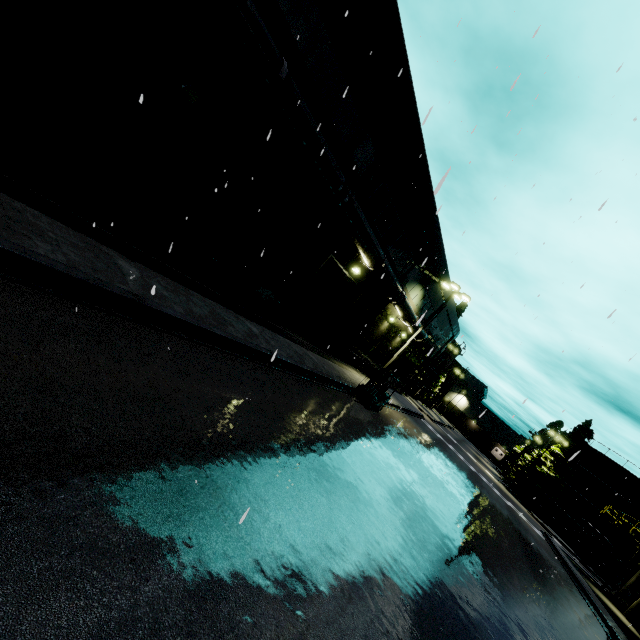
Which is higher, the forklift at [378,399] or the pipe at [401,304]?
the pipe at [401,304]

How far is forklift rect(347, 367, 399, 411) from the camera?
16.9 meters

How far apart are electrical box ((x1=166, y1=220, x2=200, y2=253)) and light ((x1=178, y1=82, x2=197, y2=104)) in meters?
3.2

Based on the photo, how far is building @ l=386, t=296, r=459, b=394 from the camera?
31.6 meters

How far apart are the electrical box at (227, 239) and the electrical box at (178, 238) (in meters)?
0.39

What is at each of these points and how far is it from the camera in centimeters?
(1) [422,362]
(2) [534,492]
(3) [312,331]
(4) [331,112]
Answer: (1) building, 3919cm
(2) tree, 4294cm
(3) roll-up door, 1955cm
(4) building, 1113cm

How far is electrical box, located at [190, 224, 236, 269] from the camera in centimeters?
1101cm

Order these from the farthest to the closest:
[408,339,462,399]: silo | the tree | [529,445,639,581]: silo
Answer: [408,339,462,399]: silo → the tree → [529,445,639,581]: silo
